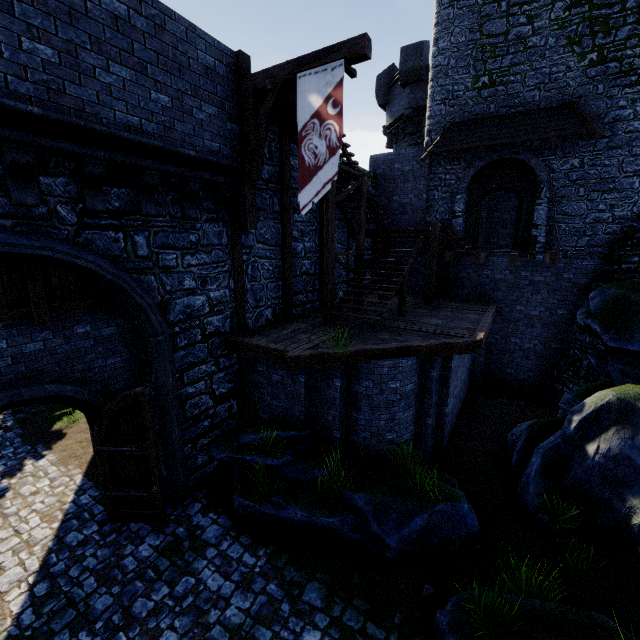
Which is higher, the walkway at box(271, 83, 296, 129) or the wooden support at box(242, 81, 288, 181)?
the walkway at box(271, 83, 296, 129)

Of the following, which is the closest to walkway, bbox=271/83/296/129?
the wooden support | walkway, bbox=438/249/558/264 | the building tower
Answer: the wooden support

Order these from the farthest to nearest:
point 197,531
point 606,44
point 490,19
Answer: point 490,19, point 606,44, point 197,531

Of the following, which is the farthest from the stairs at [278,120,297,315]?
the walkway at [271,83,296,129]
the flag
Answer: the flag

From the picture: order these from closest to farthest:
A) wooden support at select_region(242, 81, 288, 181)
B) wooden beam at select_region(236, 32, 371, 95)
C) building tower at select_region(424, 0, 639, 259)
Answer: wooden beam at select_region(236, 32, 371, 95), wooden support at select_region(242, 81, 288, 181), building tower at select_region(424, 0, 639, 259)

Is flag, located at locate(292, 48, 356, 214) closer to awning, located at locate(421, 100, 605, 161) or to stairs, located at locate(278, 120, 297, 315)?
stairs, located at locate(278, 120, 297, 315)

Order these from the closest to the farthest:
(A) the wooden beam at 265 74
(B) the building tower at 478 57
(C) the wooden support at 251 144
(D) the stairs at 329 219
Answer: (A) the wooden beam at 265 74
(C) the wooden support at 251 144
(D) the stairs at 329 219
(B) the building tower at 478 57

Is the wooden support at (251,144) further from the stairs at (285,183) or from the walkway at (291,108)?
the stairs at (285,183)
